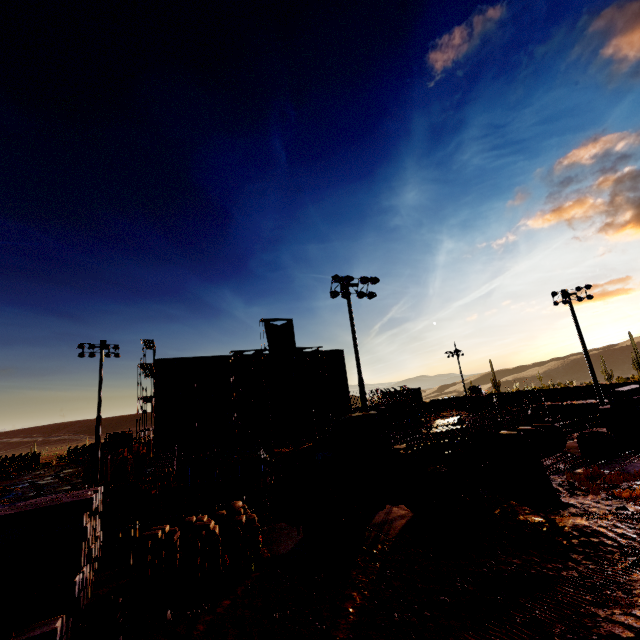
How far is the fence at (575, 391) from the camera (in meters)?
49.37

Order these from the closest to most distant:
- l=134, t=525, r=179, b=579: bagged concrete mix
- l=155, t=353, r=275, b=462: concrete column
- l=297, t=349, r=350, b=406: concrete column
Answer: l=134, t=525, r=179, b=579: bagged concrete mix → l=155, t=353, r=275, b=462: concrete column → l=297, t=349, r=350, b=406: concrete column

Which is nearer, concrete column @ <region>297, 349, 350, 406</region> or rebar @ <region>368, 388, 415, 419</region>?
concrete column @ <region>297, 349, 350, 406</region>

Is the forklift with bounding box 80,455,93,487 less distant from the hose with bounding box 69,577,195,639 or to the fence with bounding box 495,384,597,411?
the hose with bounding box 69,577,195,639

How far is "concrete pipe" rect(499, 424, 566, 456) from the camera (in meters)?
19.69

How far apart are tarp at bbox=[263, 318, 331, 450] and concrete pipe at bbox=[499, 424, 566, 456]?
23.3m

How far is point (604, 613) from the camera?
6.61m

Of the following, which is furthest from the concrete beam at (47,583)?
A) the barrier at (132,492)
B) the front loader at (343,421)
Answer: the barrier at (132,492)
